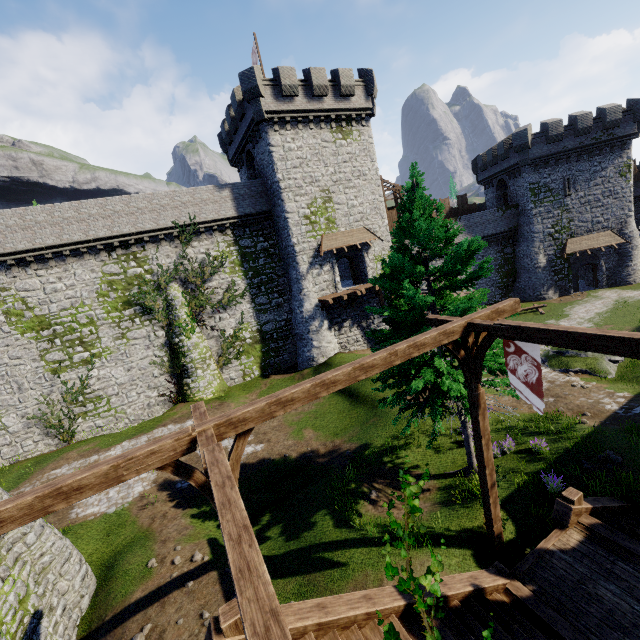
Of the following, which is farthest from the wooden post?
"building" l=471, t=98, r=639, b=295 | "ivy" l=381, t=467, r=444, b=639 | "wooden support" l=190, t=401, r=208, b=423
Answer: "building" l=471, t=98, r=639, b=295

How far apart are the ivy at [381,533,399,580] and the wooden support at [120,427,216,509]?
2.51m

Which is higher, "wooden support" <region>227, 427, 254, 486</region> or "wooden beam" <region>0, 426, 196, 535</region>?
"wooden beam" <region>0, 426, 196, 535</region>

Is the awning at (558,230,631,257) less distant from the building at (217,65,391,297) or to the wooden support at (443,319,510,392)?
the building at (217,65,391,297)

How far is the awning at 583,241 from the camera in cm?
3200

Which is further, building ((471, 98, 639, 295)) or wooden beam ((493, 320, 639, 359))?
building ((471, 98, 639, 295))

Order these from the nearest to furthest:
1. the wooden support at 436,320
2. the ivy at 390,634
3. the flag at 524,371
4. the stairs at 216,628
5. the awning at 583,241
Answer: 1. the ivy at 390,634
2. the stairs at 216,628
3. the flag at 524,371
4. the wooden support at 436,320
5. the awning at 583,241

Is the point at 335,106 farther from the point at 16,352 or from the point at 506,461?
the point at 16,352
